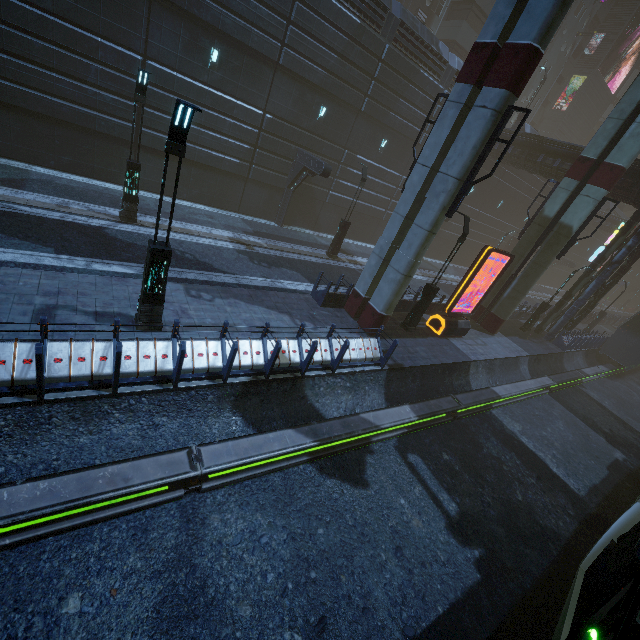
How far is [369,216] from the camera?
26.3 meters

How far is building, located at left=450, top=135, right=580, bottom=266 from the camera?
24.1 meters

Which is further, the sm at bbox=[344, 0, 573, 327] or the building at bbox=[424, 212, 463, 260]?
the building at bbox=[424, 212, 463, 260]

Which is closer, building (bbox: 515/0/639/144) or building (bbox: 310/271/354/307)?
building (bbox: 310/271/354/307)

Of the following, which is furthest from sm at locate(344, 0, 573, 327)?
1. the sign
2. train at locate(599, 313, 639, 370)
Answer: the sign

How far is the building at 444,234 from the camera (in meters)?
31.19

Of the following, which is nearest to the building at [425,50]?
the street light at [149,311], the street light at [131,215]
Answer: the street light at [149,311]

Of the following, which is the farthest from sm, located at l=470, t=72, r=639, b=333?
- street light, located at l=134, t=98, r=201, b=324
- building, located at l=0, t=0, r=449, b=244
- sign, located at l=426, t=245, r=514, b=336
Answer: street light, located at l=134, t=98, r=201, b=324
